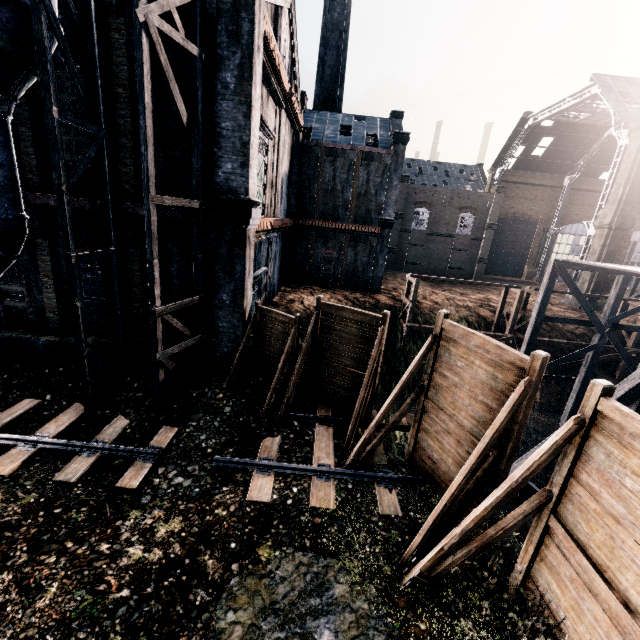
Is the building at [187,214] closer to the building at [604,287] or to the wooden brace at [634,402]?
the wooden brace at [634,402]

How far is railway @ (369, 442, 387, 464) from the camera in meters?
11.4 m

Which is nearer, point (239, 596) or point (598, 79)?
point (239, 596)

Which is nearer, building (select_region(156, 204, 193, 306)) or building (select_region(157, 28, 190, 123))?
building (select_region(157, 28, 190, 123))

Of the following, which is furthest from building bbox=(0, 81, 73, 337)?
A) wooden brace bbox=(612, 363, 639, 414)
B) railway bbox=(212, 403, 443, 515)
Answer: wooden brace bbox=(612, 363, 639, 414)

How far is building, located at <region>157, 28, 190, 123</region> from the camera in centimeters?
1119cm

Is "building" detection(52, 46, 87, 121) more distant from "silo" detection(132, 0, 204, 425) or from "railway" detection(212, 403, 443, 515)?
"railway" detection(212, 403, 443, 515)

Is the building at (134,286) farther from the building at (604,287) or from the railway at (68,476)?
the building at (604,287)
